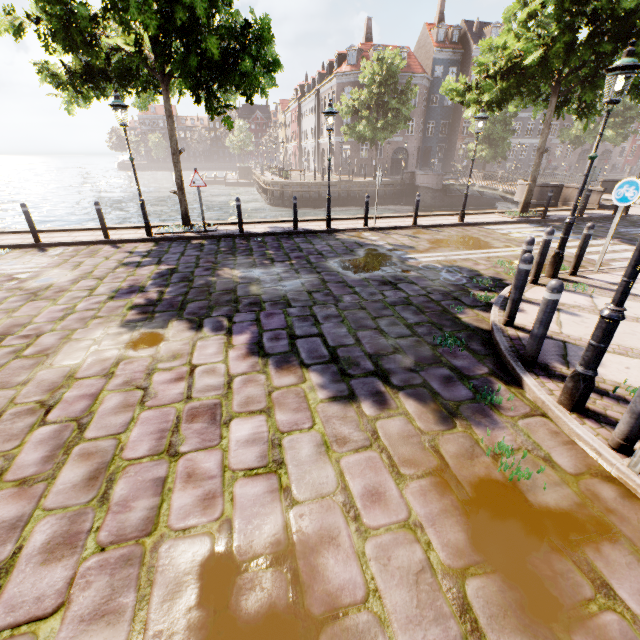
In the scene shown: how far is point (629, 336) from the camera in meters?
4.7 m

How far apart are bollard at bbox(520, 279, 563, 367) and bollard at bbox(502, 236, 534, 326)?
0.95m

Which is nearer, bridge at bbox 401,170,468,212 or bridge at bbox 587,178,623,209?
bridge at bbox 587,178,623,209

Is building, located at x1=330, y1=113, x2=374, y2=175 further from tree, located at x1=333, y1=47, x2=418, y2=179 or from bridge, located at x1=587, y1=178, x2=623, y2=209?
bridge, located at x1=587, y1=178, x2=623, y2=209

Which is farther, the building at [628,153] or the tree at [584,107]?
the building at [628,153]

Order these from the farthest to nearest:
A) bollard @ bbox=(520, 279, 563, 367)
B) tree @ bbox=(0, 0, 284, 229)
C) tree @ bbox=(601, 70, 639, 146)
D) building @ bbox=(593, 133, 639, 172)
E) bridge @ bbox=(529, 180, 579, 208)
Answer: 1. building @ bbox=(593, 133, 639, 172)
2. bridge @ bbox=(529, 180, 579, 208)
3. tree @ bbox=(601, 70, 639, 146)
4. tree @ bbox=(0, 0, 284, 229)
5. bollard @ bbox=(520, 279, 563, 367)

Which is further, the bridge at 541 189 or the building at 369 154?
the building at 369 154

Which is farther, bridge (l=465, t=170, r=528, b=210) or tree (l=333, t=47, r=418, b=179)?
tree (l=333, t=47, r=418, b=179)
